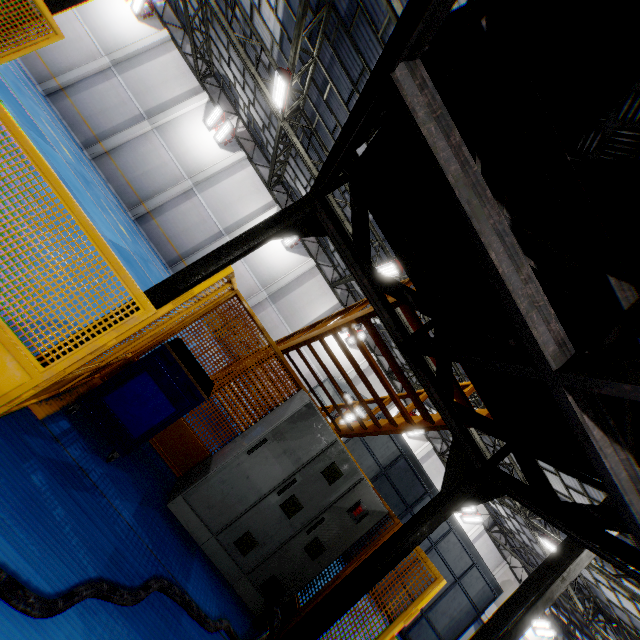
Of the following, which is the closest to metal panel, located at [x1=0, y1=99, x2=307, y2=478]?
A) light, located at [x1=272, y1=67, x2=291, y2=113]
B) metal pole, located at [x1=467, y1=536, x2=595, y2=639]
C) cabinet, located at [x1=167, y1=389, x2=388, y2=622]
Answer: cabinet, located at [x1=167, y1=389, x2=388, y2=622]

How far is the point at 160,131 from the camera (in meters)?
19.41

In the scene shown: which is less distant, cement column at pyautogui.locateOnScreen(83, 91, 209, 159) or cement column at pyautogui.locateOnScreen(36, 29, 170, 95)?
cement column at pyautogui.locateOnScreen(36, 29, 170, 95)

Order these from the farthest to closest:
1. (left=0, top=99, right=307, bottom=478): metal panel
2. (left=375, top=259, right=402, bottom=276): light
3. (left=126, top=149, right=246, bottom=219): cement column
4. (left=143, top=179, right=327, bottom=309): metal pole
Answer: (left=126, top=149, right=246, bottom=219): cement column
(left=375, top=259, right=402, bottom=276): light
(left=143, top=179, right=327, bottom=309): metal pole
(left=0, top=99, right=307, bottom=478): metal panel

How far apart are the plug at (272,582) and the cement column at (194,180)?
20.2m

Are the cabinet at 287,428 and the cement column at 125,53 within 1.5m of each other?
no

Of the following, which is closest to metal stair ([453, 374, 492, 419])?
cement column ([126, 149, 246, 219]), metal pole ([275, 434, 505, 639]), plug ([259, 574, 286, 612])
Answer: metal pole ([275, 434, 505, 639])

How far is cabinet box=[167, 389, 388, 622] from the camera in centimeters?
409cm
